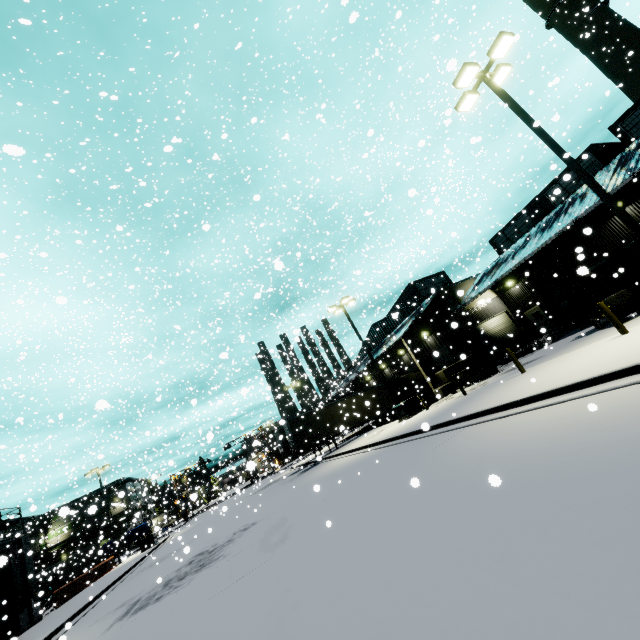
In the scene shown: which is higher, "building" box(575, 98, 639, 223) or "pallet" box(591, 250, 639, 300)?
"building" box(575, 98, 639, 223)

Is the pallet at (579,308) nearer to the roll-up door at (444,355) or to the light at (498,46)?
the roll-up door at (444,355)

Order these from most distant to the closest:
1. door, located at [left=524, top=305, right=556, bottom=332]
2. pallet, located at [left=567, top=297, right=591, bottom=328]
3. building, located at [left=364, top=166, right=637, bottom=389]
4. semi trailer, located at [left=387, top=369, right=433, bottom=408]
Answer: semi trailer, located at [left=387, top=369, right=433, bottom=408] → door, located at [left=524, top=305, right=556, bottom=332] → building, located at [left=364, top=166, right=637, bottom=389] → pallet, located at [left=567, top=297, right=591, bottom=328]

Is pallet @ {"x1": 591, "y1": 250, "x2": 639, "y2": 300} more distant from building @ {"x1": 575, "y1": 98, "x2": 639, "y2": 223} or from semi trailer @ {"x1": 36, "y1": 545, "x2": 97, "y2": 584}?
semi trailer @ {"x1": 36, "y1": 545, "x2": 97, "y2": 584}

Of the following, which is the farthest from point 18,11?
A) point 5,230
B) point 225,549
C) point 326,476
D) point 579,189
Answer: point 579,189

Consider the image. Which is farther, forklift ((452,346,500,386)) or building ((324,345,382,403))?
building ((324,345,382,403))

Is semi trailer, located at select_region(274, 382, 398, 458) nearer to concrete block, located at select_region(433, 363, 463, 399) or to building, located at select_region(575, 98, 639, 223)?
building, located at select_region(575, 98, 639, 223)

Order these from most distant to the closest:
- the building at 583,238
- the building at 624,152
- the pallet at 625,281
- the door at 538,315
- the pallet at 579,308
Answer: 1. the door at 538,315
2. the building at 583,238
3. the pallet at 579,308
4. the pallet at 625,281
5. the building at 624,152
